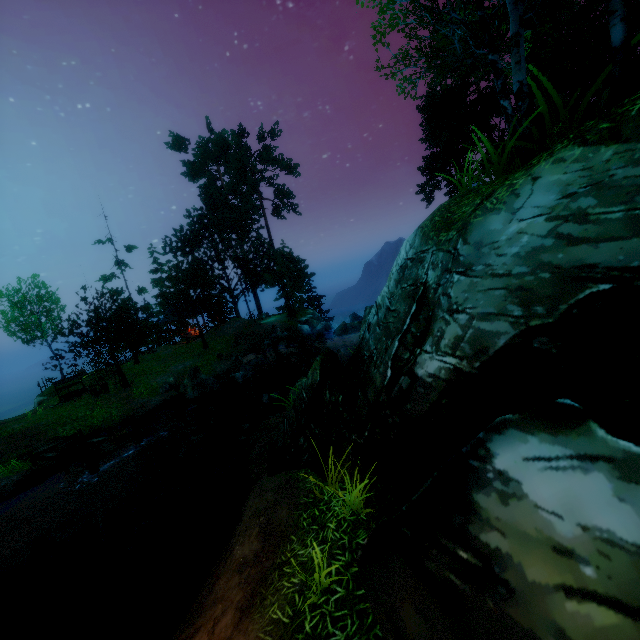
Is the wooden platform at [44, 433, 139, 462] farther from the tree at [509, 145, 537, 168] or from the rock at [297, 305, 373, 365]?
the rock at [297, 305, 373, 365]

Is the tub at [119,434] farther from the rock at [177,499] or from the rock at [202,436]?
the rock at [177,499]

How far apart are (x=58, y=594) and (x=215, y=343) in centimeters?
2147cm

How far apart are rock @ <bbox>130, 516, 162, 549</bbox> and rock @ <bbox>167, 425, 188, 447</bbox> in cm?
376

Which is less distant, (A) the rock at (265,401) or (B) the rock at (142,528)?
(B) the rock at (142,528)

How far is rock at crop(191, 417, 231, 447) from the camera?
15.3m

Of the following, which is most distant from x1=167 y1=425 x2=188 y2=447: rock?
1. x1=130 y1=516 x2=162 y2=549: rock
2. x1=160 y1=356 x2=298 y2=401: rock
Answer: x1=130 y1=516 x2=162 y2=549: rock

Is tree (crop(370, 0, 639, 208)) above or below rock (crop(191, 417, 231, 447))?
above
